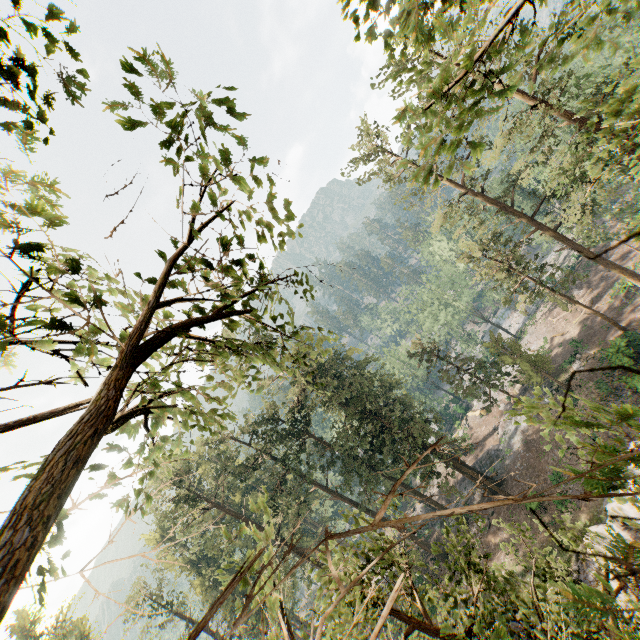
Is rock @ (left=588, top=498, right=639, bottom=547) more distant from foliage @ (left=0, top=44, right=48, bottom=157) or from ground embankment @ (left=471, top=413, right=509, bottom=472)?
ground embankment @ (left=471, top=413, right=509, bottom=472)

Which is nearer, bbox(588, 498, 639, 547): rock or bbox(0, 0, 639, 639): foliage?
bbox(0, 0, 639, 639): foliage

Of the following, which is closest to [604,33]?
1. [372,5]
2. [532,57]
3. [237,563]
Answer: [532,57]

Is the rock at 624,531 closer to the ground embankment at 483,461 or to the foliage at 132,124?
the foliage at 132,124

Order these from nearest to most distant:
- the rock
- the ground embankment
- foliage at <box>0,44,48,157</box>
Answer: foliage at <box>0,44,48,157</box>, the rock, the ground embankment

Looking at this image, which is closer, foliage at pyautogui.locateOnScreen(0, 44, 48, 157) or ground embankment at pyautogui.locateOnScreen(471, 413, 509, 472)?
foliage at pyautogui.locateOnScreen(0, 44, 48, 157)

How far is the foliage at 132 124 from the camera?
2.1m
